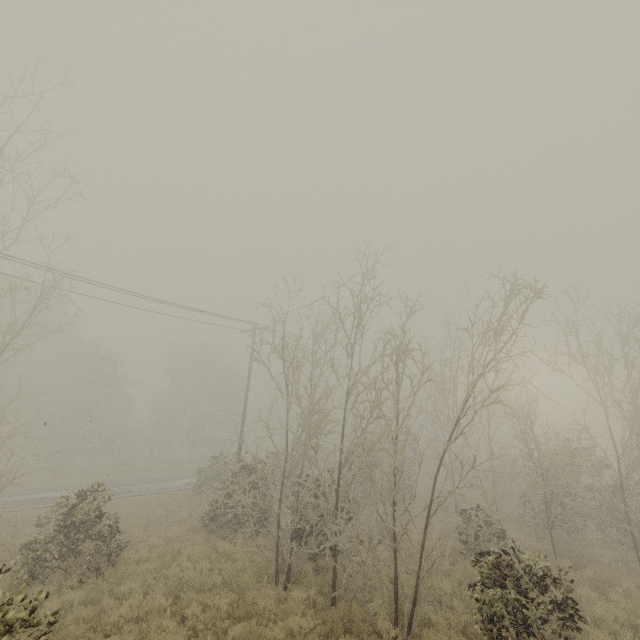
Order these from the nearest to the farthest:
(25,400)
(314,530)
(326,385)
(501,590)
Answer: (501,590) < (314,530) < (326,385) < (25,400)

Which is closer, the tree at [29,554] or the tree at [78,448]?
the tree at [29,554]

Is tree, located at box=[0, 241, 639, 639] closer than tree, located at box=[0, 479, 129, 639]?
No
